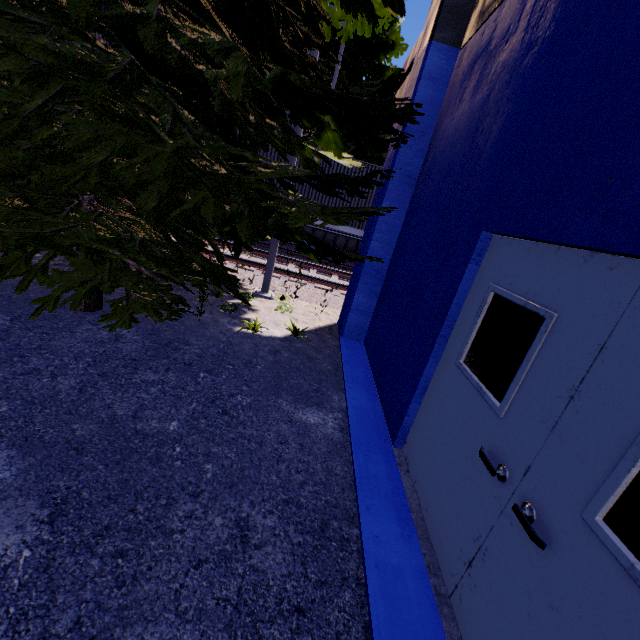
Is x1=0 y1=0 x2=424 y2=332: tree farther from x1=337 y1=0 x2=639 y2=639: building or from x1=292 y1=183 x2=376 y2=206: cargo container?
x1=292 y1=183 x2=376 y2=206: cargo container

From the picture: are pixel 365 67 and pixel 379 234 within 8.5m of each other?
no

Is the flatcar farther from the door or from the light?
the door

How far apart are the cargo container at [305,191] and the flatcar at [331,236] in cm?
1

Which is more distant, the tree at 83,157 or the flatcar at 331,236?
→ the flatcar at 331,236

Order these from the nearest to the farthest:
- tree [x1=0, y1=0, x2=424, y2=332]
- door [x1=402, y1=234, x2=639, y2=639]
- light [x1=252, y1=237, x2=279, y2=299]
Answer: door [x1=402, y1=234, x2=639, y2=639], tree [x1=0, y1=0, x2=424, y2=332], light [x1=252, y1=237, x2=279, y2=299]

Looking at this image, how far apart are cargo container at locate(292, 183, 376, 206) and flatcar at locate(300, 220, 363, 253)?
0.01m

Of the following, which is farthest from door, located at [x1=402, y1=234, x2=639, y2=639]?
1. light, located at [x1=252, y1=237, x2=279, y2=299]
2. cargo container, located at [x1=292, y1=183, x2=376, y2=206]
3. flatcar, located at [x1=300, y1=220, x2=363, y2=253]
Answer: cargo container, located at [x1=292, y1=183, x2=376, y2=206]
